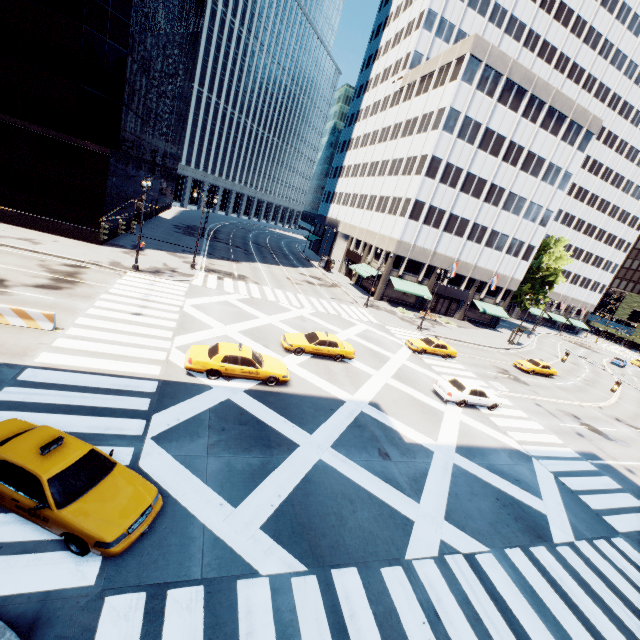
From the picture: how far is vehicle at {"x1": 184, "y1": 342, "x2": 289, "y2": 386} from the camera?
15.36m

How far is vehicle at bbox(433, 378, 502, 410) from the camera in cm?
2119

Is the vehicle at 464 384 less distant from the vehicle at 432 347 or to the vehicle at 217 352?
the vehicle at 432 347

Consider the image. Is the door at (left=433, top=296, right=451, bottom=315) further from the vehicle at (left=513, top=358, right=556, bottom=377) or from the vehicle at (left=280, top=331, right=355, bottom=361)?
the vehicle at (left=280, top=331, right=355, bottom=361)

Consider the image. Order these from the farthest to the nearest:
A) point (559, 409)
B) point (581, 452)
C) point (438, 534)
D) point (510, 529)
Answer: point (559, 409) < point (581, 452) < point (510, 529) < point (438, 534)

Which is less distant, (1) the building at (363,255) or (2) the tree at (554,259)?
(1) the building at (363,255)

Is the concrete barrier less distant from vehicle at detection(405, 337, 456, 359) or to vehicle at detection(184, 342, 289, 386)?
vehicle at detection(184, 342, 289, 386)

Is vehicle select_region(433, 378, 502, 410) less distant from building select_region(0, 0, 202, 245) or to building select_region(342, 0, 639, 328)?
building select_region(342, 0, 639, 328)
